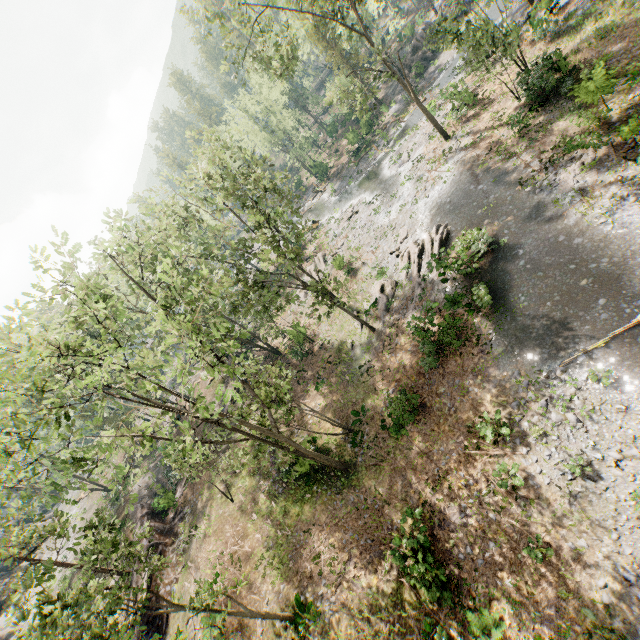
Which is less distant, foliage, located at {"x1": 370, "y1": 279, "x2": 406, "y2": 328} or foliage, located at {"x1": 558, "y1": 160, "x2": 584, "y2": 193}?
foliage, located at {"x1": 558, "y1": 160, "x2": 584, "y2": 193}

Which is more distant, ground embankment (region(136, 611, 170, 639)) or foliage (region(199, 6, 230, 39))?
foliage (region(199, 6, 230, 39))

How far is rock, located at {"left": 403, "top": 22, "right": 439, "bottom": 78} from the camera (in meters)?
43.91

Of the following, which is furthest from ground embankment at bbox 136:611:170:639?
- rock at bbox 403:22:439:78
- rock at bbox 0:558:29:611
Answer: rock at bbox 403:22:439:78

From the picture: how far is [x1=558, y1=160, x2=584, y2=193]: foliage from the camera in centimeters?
1800cm

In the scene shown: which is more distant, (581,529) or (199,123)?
(199,123)

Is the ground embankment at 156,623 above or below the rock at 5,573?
below

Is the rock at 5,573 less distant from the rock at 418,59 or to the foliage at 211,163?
the foliage at 211,163
